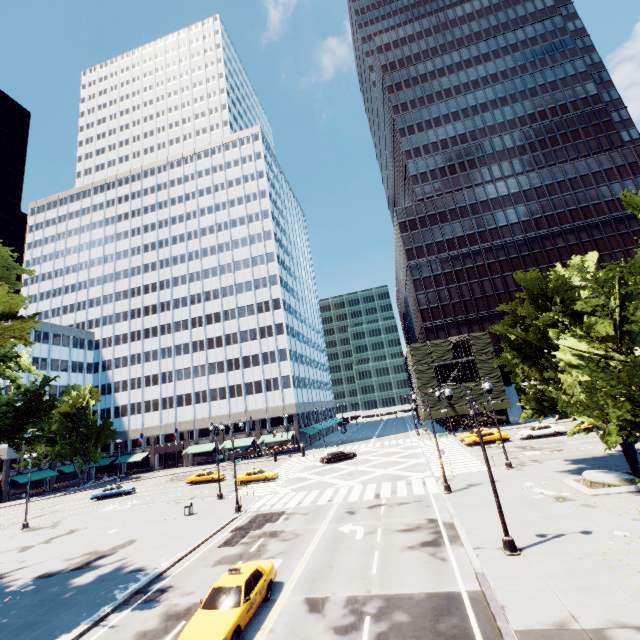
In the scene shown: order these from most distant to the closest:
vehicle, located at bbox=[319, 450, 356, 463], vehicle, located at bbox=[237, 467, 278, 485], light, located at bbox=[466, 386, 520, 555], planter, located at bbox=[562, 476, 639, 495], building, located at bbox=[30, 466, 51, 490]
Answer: building, located at bbox=[30, 466, 51, 490], vehicle, located at bbox=[319, 450, 356, 463], vehicle, located at bbox=[237, 467, 278, 485], planter, located at bbox=[562, 476, 639, 495], light, located at bbox=[466, 386, 520, 555]

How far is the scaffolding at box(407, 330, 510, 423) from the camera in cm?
5241

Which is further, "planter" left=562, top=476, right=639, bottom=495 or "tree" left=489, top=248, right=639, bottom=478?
"planter" left=562, top=476, right=639, bottom=495

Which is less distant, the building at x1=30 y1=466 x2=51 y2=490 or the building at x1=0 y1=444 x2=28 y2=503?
the building at x1=0 y1=444 x2=28 y2=503

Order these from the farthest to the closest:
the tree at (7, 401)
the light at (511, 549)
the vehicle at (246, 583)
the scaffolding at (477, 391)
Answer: the scaffolding at (477, 391), the tree at (7, 401), the light at (511, 549), the vehicle at (246, 583)

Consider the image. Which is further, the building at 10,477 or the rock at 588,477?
the building at 10,477

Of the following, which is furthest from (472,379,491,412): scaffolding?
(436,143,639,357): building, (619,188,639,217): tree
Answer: (619,188,639,217): tree

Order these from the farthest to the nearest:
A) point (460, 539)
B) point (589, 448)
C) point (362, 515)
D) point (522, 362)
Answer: point (589, 448)
point (522, 362)
point (362, 515)
point (460, 539)
